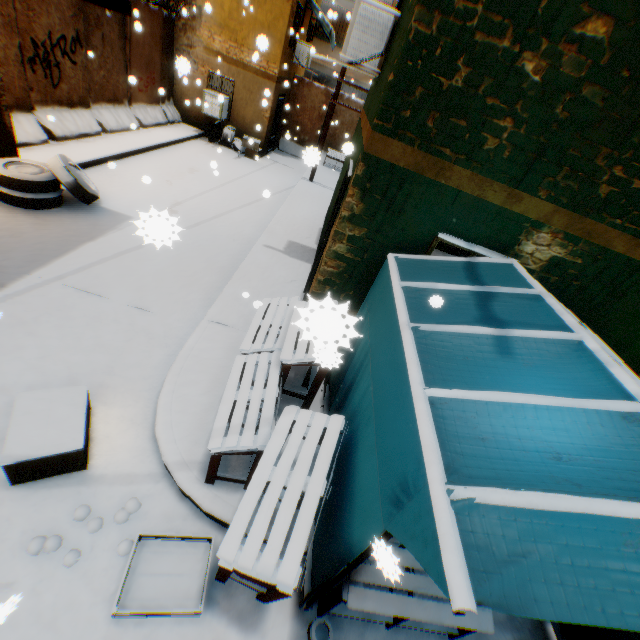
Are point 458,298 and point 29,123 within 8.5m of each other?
no

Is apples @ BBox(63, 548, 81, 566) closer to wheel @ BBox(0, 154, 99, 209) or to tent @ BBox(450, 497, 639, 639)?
tent @ BBox(450, 497, 639, 639)

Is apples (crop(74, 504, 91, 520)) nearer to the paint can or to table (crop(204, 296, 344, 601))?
table (crop(204, 296, 344, 601))

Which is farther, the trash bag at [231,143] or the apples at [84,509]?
the trash bag at [231,143]

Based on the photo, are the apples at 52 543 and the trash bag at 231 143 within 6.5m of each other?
no

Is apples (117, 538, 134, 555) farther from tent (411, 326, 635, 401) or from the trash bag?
the trash bag

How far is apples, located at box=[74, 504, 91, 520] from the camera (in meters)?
2.75

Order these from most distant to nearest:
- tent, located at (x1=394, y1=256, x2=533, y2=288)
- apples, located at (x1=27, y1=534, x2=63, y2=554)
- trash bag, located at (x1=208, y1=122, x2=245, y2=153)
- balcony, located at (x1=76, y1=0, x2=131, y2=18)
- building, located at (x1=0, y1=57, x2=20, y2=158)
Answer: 1. trash bag, located at (x1=208, y1=122, x2=245, y2=153)
2. building, located at (x1=0, y1=57, x2=20, y2=158)
3. balcony, located at (x1=76, y1=0, x2=131, y2=18)
4. tent, located at (x1=394, y1=256, x2=533, y2=288)
5. apples, located at (x1=27, y1=534, x2=63, y2=554)
